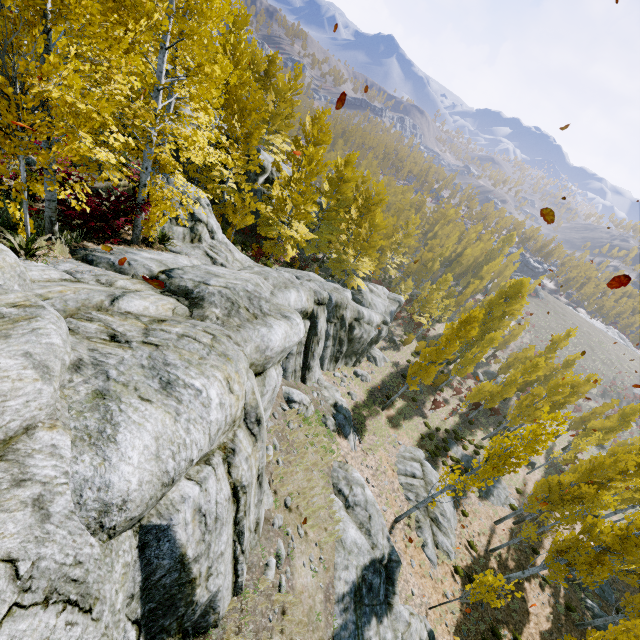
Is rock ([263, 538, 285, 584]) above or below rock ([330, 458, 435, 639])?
above

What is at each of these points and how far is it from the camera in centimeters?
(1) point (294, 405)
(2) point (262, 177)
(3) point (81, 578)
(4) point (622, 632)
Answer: (1) rock, 1376cm
(2) rock, 2548cm
(3) rock, 293cm
(4) instancedfoliageactor, 1367cm

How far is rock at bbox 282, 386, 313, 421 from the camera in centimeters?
1376cm

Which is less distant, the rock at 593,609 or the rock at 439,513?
the rock at 439,513

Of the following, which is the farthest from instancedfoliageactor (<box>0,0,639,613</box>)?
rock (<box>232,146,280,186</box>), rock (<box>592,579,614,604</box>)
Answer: rock (<box>592,579,614,604</box>)

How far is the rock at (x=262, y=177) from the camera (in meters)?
22.09

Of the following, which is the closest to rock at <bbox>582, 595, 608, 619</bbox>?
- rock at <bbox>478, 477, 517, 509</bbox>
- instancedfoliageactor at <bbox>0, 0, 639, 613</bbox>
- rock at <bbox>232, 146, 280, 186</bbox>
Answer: instancedfoliageactor at <bbox>0, 0, 639, 613</bbox>

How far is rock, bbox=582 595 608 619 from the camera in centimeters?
2000cm
